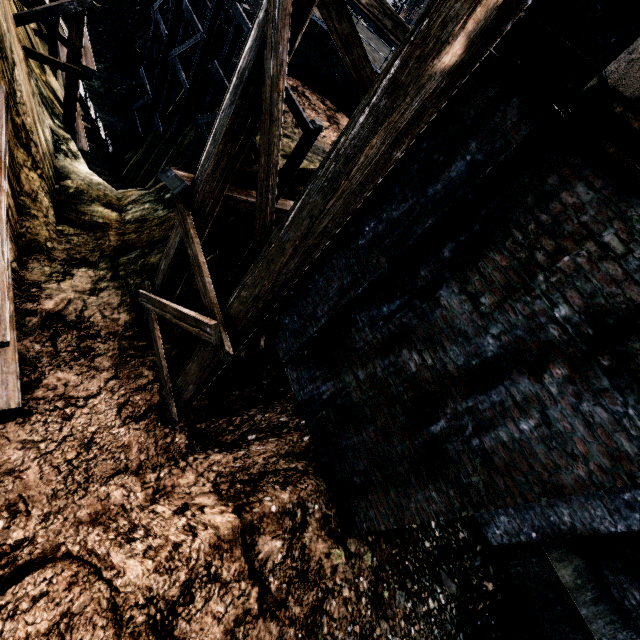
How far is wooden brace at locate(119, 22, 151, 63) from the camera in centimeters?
2152cm

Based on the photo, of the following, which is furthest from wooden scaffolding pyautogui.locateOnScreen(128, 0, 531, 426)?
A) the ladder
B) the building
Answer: the ladder

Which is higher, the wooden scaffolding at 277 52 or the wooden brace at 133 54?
the wooden scaffolding at 277 52

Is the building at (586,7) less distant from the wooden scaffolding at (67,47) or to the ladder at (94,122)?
the wooden scaffolding at (67,47)

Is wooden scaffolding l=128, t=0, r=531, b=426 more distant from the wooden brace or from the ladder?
the wooden brace

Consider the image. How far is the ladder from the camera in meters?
14.9 m

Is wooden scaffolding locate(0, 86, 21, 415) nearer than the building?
No

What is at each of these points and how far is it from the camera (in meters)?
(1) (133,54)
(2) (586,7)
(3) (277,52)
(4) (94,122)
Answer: (1) wooden brace, 21.91
(2) building, 2.80
(3) wooden scaffolding, 4.73
(4) ladder, 15.71
